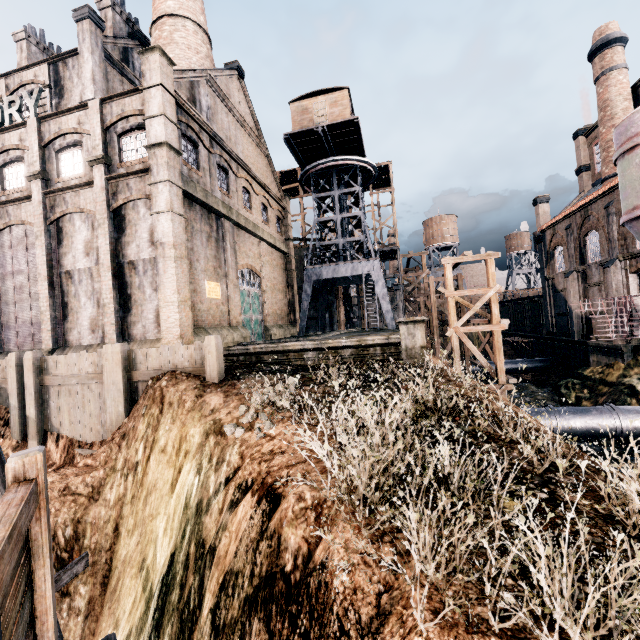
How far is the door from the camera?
25.0 meters

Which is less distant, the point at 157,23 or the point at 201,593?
the point at 201,593

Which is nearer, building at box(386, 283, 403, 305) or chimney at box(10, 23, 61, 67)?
chimney at box(10, 23, 61, 67)

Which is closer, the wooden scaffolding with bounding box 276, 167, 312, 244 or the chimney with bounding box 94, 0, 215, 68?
the chimney with bounding box 94, 0, 215, 68

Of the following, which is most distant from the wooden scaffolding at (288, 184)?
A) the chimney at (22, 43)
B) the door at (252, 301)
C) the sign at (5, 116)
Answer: the sign at (5, 116)

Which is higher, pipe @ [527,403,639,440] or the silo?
the silo

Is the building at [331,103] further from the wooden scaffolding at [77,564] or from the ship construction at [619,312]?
the wooden scaffolding at [77,564]

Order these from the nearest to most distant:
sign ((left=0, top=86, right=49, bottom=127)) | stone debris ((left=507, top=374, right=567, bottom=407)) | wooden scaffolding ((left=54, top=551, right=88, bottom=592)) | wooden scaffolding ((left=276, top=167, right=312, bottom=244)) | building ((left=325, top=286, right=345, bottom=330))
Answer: wooden scaffolding ((left=54, top=551, right=88, bottom=592)) < sign ((left=0, top=86, right=49, bottom=127)) < stone debris ((left=507, top=374, right=567, bottom=407)) < building ((left=325, top=286, right=345, bottom=330)) < wooden scaffolding ((left=276, top=167, right=312, bottom=244))
